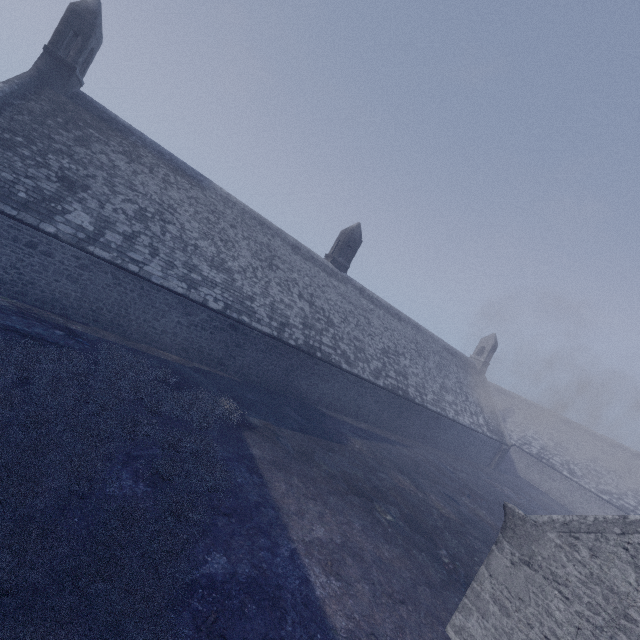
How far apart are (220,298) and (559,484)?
41.2 meters
